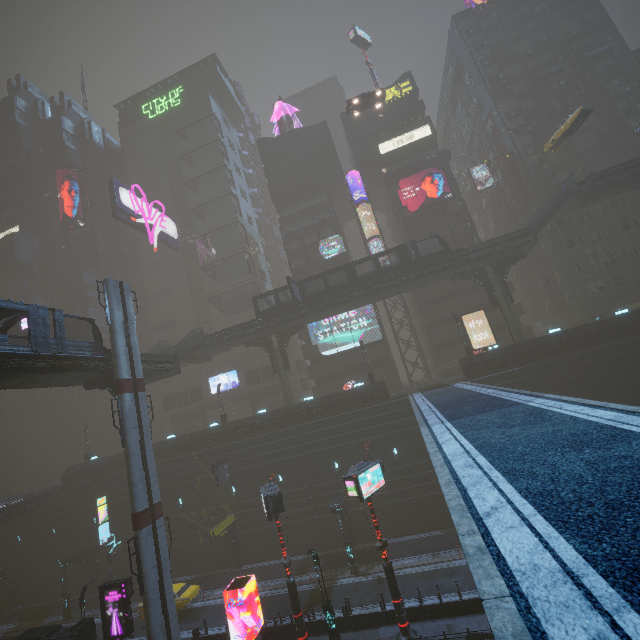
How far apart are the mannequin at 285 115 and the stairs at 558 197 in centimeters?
4057cm

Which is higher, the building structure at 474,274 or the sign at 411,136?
the sign at 411,136

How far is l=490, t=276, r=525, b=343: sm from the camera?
32.7m

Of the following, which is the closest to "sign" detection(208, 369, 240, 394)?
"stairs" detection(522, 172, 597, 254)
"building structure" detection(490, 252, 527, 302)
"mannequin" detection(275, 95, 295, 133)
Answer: "building structure" detection(490, 252, 527, 302)

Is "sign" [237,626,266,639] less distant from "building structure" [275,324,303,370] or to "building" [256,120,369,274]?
"building" [256,120,369,274]

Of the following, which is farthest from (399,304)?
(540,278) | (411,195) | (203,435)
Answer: (203,435)

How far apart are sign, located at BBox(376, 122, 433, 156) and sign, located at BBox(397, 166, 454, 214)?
5.6 meters

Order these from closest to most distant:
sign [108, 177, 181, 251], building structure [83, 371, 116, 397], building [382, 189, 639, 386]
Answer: building structure [83, 371, 116, 397] < building [382, 189, 639, 386] < sign [108, 177, 181, 251]
